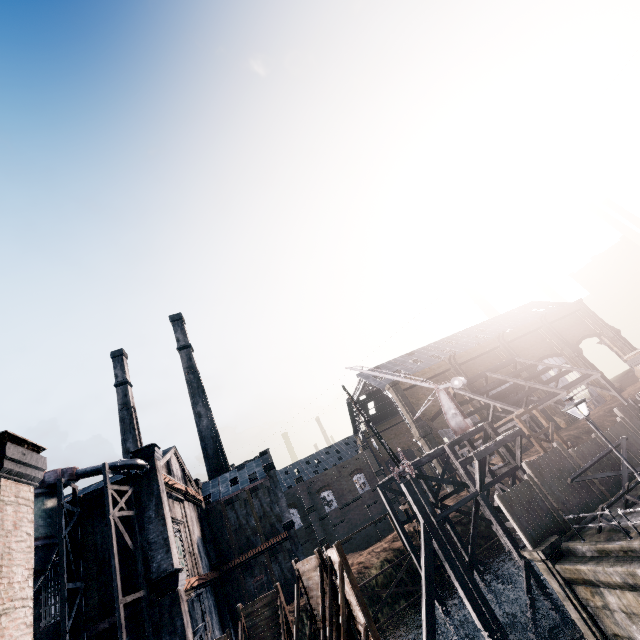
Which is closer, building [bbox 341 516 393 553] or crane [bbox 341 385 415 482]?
crane [bbox 341 385 415 482]

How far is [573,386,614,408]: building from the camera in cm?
5623

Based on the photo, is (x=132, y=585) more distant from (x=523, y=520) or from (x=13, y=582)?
(x=523, y=520)

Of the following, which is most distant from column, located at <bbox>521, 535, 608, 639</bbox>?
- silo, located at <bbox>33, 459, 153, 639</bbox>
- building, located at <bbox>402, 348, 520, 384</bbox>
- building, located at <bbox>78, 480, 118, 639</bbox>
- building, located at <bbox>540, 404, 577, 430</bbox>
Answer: building, located at <bbox>540, 404, 577, 430</bbox>

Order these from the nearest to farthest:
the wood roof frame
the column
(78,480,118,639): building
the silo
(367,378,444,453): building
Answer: the column < the silo < (78,480,118,639): building < the wood roof frame < (367,378,444,453): building

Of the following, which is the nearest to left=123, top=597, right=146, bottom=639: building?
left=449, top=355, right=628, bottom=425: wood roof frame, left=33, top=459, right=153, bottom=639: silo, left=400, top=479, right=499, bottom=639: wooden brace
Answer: left=33, top=459, right=153, bottom=639: silo

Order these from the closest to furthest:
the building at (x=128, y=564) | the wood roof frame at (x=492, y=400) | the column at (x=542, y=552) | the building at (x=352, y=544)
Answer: the column at (x=542, y=552)
the building at (x=128, y=564)
the wood roof frame at (x=492, y=400)
the building at (x=352, y=544)

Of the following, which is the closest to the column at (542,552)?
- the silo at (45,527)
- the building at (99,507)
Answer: the building at (99,507)
